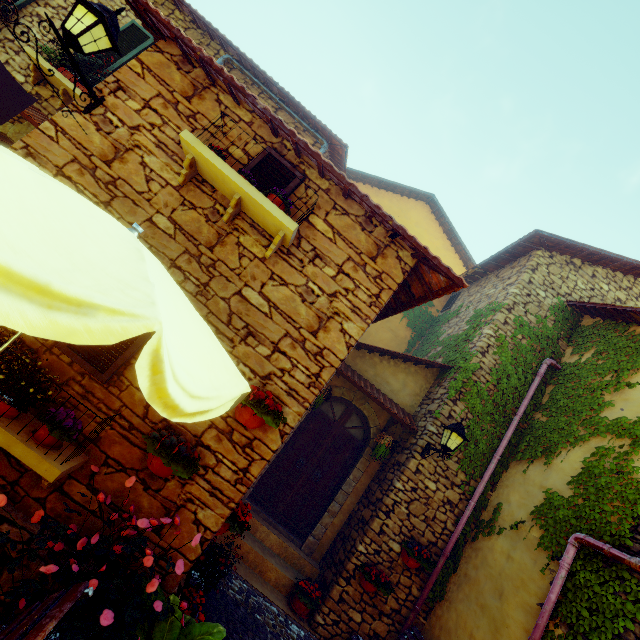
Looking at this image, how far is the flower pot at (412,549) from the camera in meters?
5.5 m

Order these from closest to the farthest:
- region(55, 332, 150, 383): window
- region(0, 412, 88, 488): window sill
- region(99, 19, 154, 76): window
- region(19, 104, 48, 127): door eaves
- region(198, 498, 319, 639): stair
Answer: region(0, 412, 88, 488): window sill < region(55, 332, 150, 383): window < region(198, 498, 319, 639): stair < region(19, 104, 48, 127): door eaves < region(99, 19, 154, 76): window

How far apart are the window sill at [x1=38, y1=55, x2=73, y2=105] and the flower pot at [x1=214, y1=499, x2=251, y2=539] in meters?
7.1 m

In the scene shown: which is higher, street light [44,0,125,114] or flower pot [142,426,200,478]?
street light [44,0,125,114]

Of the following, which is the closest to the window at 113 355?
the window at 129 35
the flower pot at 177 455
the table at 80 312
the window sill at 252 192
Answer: the table at 80 312

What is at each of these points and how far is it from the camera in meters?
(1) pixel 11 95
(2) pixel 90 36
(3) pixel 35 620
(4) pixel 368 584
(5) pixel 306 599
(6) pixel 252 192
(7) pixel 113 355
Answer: (1) sign post, 2.8
(2) street light, 3.1
(3) chair, 1.6
(4) flower pot, 5.4
(5) flower pot, 5.3
(6) window sill, 3.4
(7) window, 3.2

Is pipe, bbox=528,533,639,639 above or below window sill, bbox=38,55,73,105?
below

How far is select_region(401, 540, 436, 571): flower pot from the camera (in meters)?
5.51
